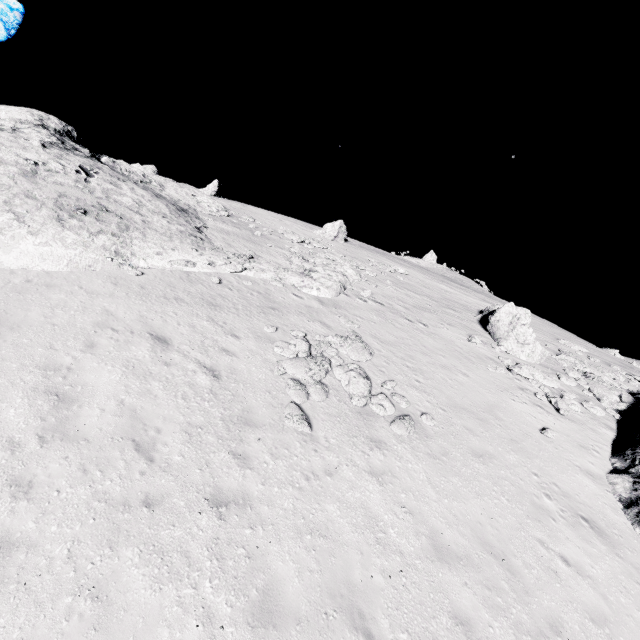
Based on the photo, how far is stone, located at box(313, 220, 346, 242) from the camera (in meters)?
35.62

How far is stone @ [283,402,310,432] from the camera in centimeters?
933cm

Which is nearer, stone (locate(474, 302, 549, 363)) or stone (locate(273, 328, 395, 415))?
stone (locate(273, 328, 395, 415))

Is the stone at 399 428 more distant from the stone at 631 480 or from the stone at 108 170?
the stone at 108 170

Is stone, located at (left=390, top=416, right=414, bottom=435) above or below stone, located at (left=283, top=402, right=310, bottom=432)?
above

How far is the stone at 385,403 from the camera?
10.8m

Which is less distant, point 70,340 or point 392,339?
point 70,340

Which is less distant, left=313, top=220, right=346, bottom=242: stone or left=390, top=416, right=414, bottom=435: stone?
left=390, top=416, right=414, bottom=435: stone
